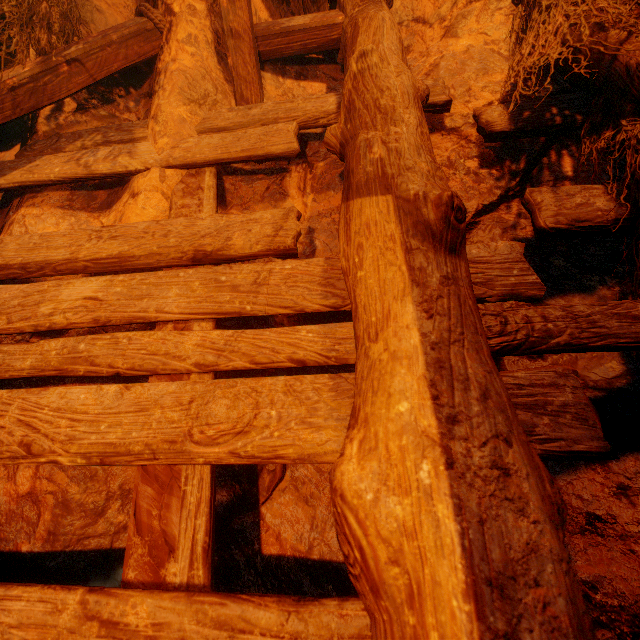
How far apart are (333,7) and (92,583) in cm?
363
